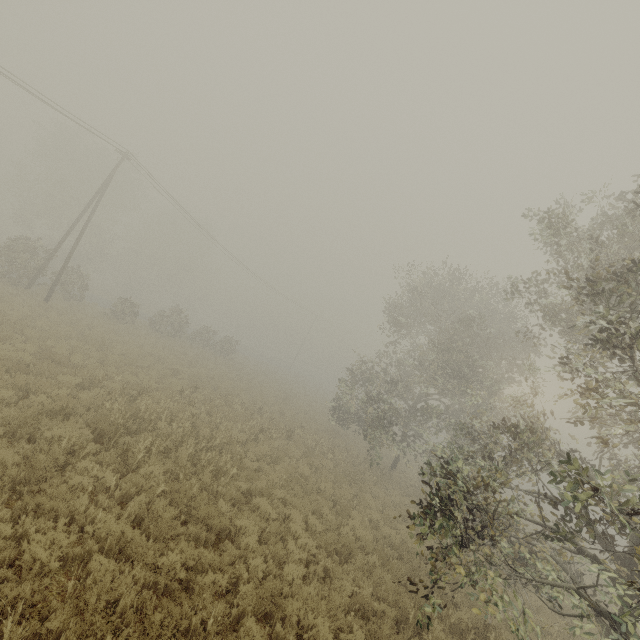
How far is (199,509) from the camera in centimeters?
777cm
